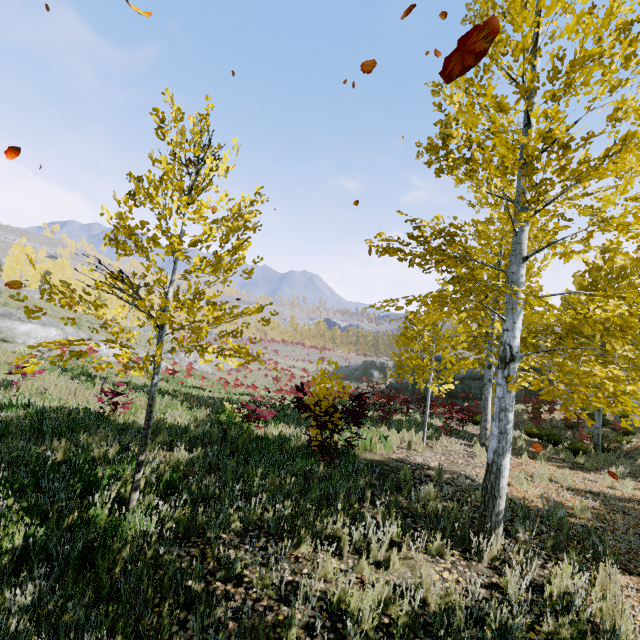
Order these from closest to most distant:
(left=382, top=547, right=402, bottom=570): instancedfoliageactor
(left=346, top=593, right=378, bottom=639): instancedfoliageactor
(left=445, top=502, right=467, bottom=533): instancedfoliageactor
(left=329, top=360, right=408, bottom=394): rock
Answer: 1. (left=346, top=593, right=378, bottom=639): instancedfoliageactor
2. (left=382, top=547, right=402, bottom=570): instancedfoliageactor
3. (left=445, top=502, right=467, bottom=533): instancedfoliageactor
4. (left=329, top=360, right=408, bottom=394): rock

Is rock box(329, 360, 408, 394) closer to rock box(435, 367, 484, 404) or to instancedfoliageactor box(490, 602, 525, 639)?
rock box(435, 367, 484, 404)

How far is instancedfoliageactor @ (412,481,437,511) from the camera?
5.6m

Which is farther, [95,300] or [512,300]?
[512,300]

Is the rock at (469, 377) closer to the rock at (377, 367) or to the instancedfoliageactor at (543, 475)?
the instancedfoliageactor at (543, 475)

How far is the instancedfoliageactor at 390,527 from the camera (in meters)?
4.45

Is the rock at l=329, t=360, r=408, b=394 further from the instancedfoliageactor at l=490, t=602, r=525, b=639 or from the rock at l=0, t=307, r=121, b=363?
the rock at l=0, t=307, r=121, b=363

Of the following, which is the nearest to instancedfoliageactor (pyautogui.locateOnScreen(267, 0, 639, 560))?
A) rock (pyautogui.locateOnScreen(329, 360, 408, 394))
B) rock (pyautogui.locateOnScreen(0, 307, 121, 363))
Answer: Answer: rock (pyautogui.locateOnScreen(329, 360, 408, 394))
